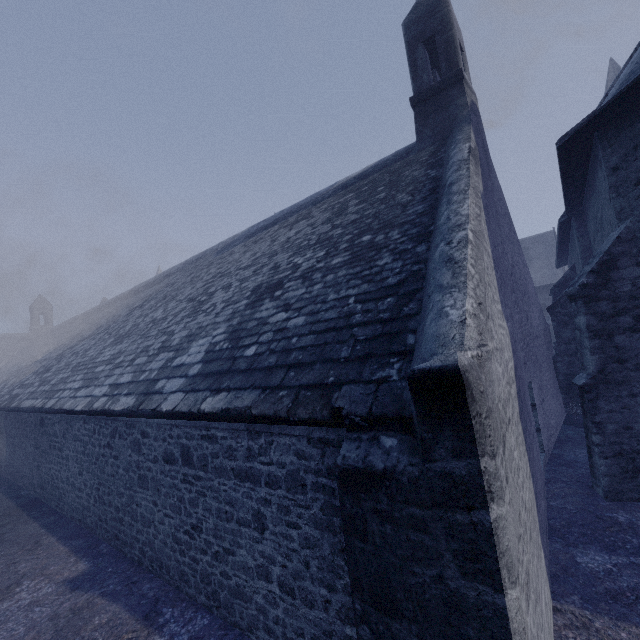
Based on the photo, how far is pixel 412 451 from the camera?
2.46m
